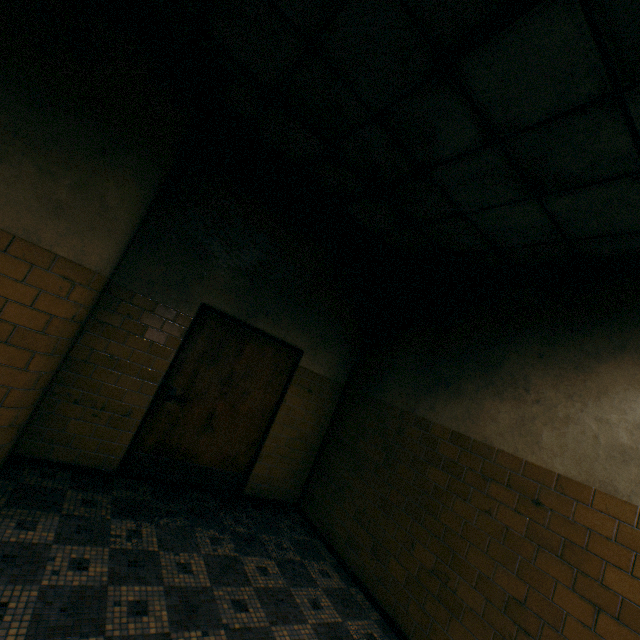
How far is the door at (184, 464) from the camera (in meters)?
3.86

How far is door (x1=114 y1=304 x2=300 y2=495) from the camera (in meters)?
3.86

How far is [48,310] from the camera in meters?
2.4 m
